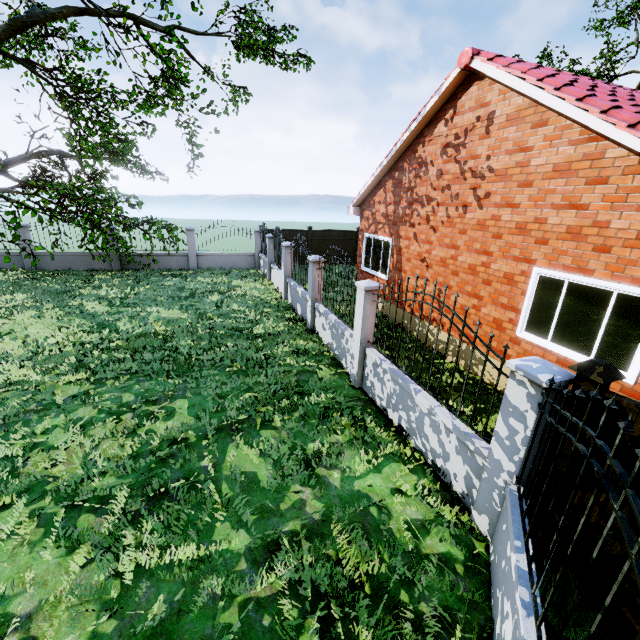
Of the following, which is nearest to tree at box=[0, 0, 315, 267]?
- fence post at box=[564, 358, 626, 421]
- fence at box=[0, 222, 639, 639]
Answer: fence at box=[0, 222, 639, 639]

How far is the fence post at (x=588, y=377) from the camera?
2.8 meters

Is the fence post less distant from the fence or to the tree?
the fence

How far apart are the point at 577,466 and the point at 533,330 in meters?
3.7

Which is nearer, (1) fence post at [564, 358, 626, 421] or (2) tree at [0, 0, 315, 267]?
(1) fence post at [564, 358, 626, 421]

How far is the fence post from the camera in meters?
2.8

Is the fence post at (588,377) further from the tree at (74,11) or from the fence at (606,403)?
the tree at (74,11)

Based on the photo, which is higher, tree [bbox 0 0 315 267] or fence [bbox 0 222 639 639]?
tree [bbox 0 0 315 267]
